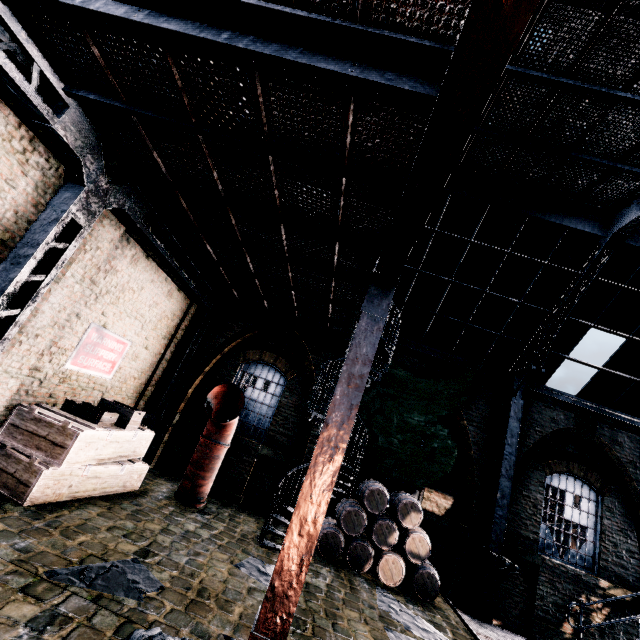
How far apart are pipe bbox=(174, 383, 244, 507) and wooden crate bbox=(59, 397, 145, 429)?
2.3m

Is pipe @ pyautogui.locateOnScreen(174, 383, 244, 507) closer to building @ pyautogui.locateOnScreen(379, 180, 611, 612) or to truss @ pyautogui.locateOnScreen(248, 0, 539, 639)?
building @ pyautogui.locateOnScreen(379, 180, 611, 612)

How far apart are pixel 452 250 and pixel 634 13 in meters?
6.1 m

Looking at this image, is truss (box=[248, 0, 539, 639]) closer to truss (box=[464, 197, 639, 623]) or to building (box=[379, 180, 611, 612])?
building (box=[379, 180, 611, 612])

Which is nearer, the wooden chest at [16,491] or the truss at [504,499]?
the wooden chest at [16,491]

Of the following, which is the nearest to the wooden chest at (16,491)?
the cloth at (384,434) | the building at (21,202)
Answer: the building at (21,202)

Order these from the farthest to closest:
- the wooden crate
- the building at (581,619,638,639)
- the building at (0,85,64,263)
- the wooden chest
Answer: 1. the building at (581,619,638,639)
2. the wooden crate
3. the wooden chest
4. the building at (0,85,64,263)

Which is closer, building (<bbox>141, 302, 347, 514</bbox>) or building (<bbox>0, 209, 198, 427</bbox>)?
building (<bbox>0, 209, 198, 427</bbox>)
